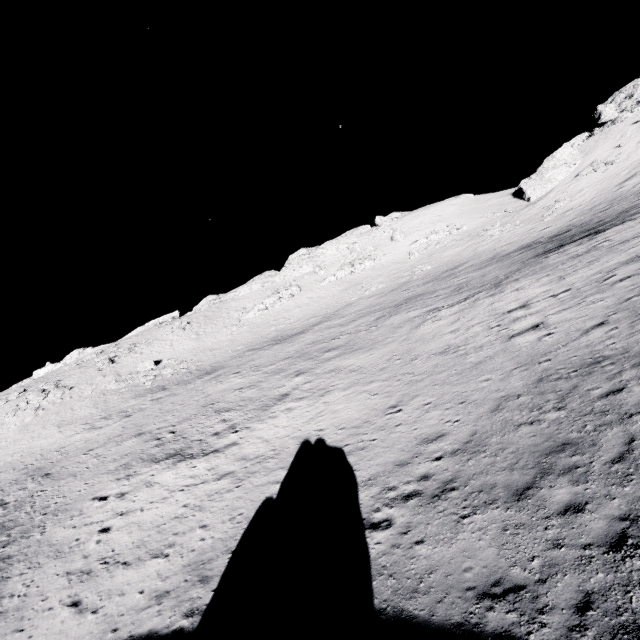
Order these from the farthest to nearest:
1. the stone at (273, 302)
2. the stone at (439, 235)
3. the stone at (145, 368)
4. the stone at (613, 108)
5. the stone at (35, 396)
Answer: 1. the stone at (439, 235)
2. the stone at (273, 302)
3. the stone at (613, 108)
4. the stone at (145, 368)
5. the stone at (35, 396)

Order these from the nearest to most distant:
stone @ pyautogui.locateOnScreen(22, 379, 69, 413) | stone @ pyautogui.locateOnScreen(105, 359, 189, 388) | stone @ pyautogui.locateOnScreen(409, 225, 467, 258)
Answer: stone @ pyautogui.locateOnScreen(22, 379, 69, 413) < stone @ pyautogui.locateOnScreen(105, 359, 189, 388) < stone @ pyautogui.locateOnScreen(409, 225, 467, 258)

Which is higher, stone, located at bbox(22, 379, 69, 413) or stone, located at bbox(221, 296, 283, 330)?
stone, located at bbox(221, 296, 283, 330)

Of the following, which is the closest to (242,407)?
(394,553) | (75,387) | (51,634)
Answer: (51,634)

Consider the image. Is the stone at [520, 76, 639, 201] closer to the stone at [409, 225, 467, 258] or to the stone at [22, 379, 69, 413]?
the stone at [409, 225, 467, 258]

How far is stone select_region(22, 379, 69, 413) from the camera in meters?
41.8

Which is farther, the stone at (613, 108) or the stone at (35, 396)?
the stone at (613, 108)

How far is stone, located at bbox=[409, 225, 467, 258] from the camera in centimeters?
5700cm
